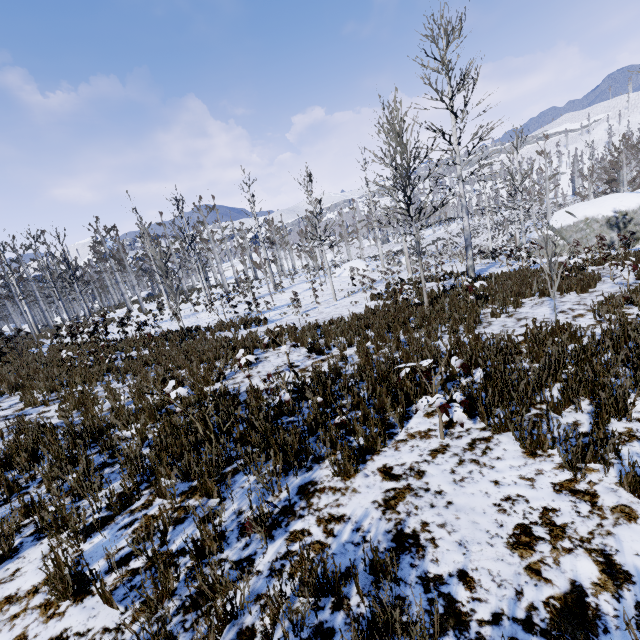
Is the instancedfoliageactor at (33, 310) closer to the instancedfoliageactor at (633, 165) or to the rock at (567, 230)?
the rock at (567, 230)

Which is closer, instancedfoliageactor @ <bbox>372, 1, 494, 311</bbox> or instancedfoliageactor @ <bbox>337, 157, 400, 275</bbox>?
instancedfoliageactor @ <bbox>372, 1, 494, 311</bbox>

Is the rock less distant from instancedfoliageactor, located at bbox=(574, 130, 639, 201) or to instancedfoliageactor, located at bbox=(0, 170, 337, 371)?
instancedfoliageactor, located at bbox=(574, 130, 639, 201)

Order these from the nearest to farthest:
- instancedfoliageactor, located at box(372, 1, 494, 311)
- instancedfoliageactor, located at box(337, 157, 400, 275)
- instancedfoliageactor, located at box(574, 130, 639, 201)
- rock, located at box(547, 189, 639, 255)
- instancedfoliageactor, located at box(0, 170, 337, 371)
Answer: instancedfoliageactor, located at box(372, 1, 494, 311), instancedfoliageactor, located at box(0, 170, 337, 371), instancedfoliageactor, located at box(337, 157, 400, 275), rock, located at box(547, 189, 639, 255), instancedfoliageactor, located at box(574, 130, 639, 201)

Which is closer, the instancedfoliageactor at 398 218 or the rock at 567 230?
the instancedfoliageactor at 398 218

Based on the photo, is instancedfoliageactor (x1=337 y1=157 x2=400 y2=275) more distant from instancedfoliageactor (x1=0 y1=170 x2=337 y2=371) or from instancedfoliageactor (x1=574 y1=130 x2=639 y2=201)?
instancedfoliageactor (x1=574 y1=130 x2=639 y2=201)

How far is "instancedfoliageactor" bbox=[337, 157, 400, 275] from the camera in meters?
19.0

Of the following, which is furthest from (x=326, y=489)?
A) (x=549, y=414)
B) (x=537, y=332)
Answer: (x=537, y=332)
